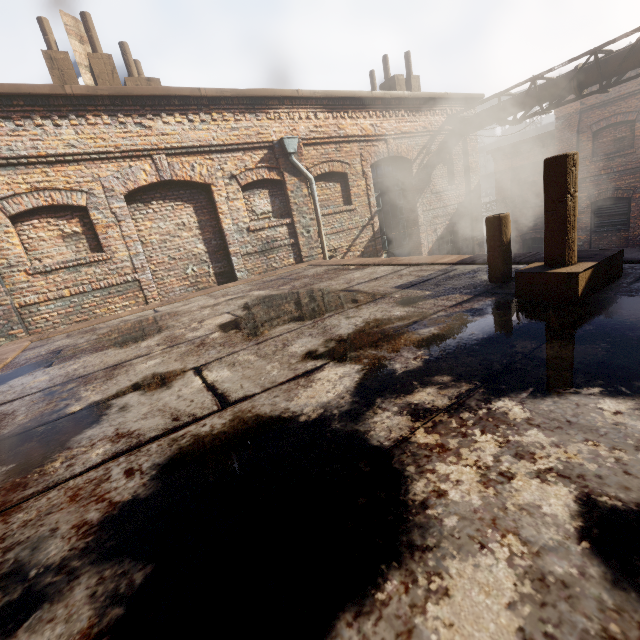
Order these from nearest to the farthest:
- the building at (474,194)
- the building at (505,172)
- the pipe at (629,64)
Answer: the pipe at (629,64)
the building at (474,194)
the building at (505,172)

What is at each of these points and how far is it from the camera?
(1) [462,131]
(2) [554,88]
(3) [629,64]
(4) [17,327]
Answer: (1) pipe, 11.48m
(2) pipe, 8.96m
(3) pipe, 7.67m
(4) building, 6.19m

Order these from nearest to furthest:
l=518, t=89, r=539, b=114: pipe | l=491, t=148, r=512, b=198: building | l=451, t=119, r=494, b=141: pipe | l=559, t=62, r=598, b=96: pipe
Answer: l=559, t=62, r=598, b=96: pipe, l=518, t=89, r=539, b=114: pipe, l=451, t=119, r=494, b=141: pipe, l=491, t=148, r=512, b=198: building

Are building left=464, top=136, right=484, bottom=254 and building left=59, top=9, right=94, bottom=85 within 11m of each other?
no

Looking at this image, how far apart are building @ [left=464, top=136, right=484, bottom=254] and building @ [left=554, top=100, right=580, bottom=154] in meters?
4.3 m

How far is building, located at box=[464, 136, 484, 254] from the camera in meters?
12.3

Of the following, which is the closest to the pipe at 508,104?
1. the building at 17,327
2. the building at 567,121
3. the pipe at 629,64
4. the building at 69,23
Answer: the pipe at 629,64

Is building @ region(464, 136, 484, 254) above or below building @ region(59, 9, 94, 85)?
below
